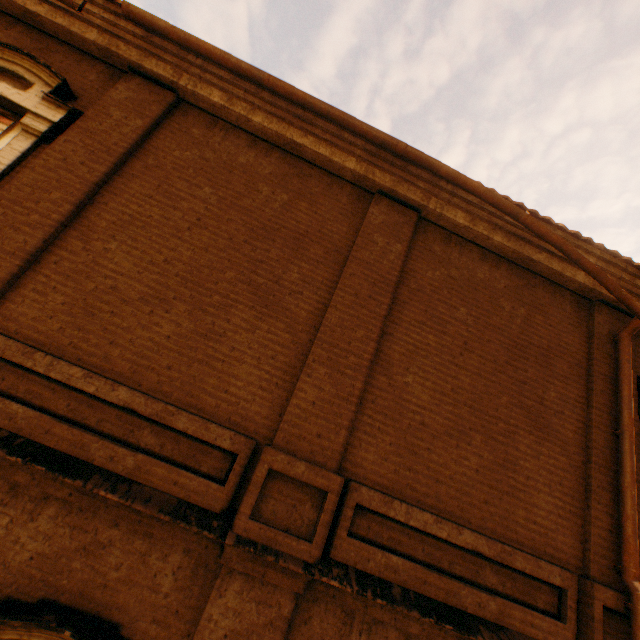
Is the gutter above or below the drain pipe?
above

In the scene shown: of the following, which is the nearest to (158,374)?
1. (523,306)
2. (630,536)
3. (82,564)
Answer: (82,564)

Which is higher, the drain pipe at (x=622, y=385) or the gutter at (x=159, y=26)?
the gutter at (x=159, y=26)

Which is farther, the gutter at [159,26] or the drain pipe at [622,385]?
the gutter at [159,26]

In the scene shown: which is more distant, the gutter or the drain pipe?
the gutter
